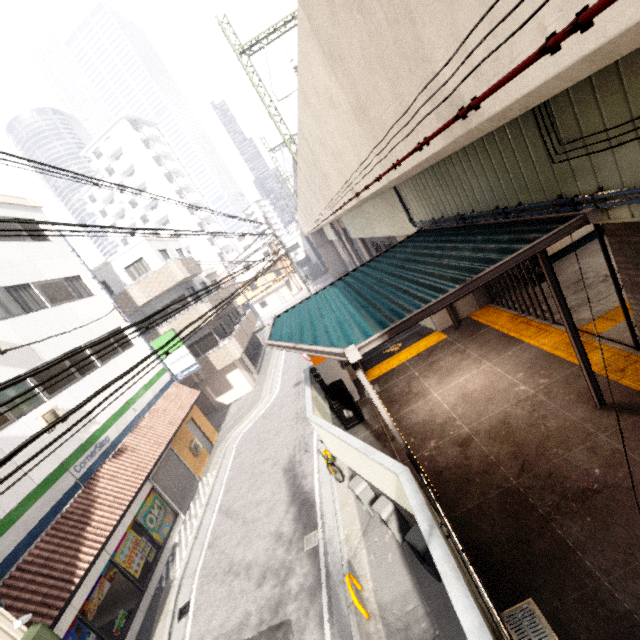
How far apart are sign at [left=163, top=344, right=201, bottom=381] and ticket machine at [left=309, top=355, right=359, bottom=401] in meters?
10.0

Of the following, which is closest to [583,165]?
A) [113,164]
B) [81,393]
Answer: [81,393]

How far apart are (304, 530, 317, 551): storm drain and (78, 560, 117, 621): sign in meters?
5.8

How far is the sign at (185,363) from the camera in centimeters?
1738cm

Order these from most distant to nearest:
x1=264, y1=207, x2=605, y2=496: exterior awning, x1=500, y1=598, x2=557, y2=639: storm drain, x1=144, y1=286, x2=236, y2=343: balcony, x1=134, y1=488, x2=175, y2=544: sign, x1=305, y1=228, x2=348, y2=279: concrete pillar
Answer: x1=305, y1=228, x2=348, y2=279: concrete pillar
x1=144, y1=286, x2=236, y2=343: balcony
x1=134, y1=488, x2=175, y2=544: sign
x1=264, y1=207, x2=605, y2=496: exterior awning
x1=500, y1=598, x2=557, y2=639: storm drain

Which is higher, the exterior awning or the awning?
the exterior awning

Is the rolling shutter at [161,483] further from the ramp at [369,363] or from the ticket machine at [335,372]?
the ramp at [369,363]

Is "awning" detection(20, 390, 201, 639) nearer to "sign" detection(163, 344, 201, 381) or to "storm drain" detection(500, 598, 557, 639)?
"sign" detection(163, 344, 201, 381)
